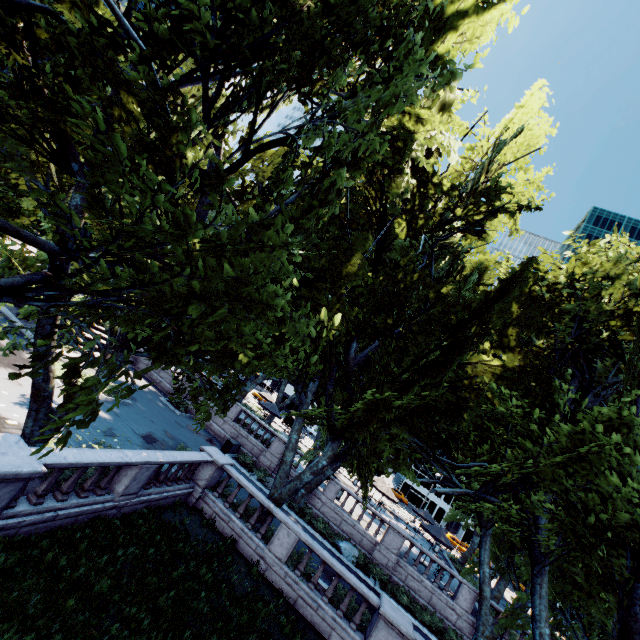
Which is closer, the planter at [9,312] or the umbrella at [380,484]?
the planter at [9,312]

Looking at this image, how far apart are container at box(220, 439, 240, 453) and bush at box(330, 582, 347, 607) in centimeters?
1179cm

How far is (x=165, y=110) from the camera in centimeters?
580cm

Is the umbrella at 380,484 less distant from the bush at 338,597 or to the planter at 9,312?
the bush at 338,597

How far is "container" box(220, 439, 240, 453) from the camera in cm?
2359

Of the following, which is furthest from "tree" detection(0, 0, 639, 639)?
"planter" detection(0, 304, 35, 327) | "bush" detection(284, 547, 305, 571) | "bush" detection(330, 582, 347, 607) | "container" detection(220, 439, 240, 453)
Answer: "bush" detection(330, 582, 347, 607)

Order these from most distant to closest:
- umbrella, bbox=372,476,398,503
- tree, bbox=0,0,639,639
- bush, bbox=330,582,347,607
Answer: umbrella, bbox=372,476,398,503, bush, bbox=330,582,347,607, tree, bbox=0,0,639,639

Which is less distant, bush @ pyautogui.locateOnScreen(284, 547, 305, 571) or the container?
bush @ pyautogui.locateOnScreen(284, 547, 305, 571)
